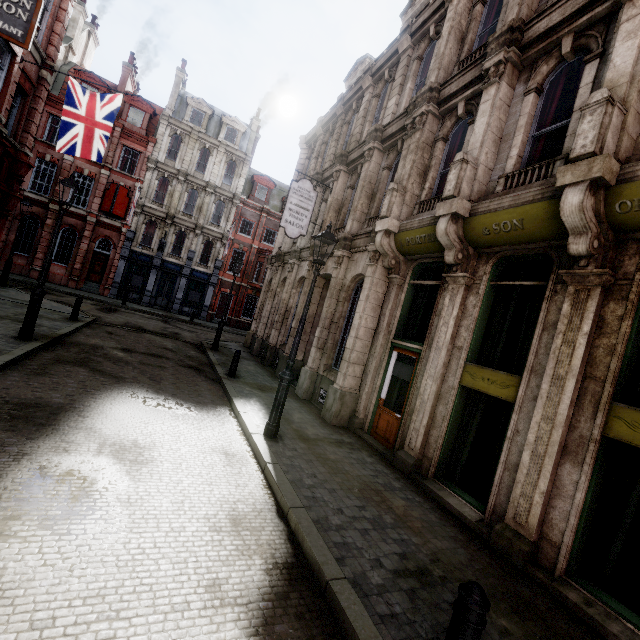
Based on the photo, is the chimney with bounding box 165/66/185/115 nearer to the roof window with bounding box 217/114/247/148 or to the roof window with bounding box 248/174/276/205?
the roof window with bounding box 217/114/247/148

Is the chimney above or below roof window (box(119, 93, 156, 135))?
above

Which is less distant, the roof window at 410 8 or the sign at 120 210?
the roof window at 410 8

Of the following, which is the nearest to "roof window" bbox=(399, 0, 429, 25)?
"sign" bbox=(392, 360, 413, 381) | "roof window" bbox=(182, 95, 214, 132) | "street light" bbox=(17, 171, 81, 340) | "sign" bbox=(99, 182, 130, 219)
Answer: "sign" bbox=(392, 360, 413, 381)

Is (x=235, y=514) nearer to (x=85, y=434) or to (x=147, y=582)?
(x=147, y=582)

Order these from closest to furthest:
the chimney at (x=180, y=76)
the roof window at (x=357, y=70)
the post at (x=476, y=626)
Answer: the post at (x=476, y=626) < the roof window at (x=357, y=70) < the chimney at (x=180, y=76)

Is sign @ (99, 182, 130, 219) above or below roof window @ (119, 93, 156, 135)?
below

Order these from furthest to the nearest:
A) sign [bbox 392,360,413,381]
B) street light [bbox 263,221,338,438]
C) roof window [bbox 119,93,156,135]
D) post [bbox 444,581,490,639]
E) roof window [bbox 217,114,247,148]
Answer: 1. roof window [bbox 217,114,247,148]
2. roof window [bbox 119,93,156,135]
3. sign [bbox 392,360,413,381]
4. street light [bbox 263,221,338,438]
5. post [bbox 444,581,490,639]
